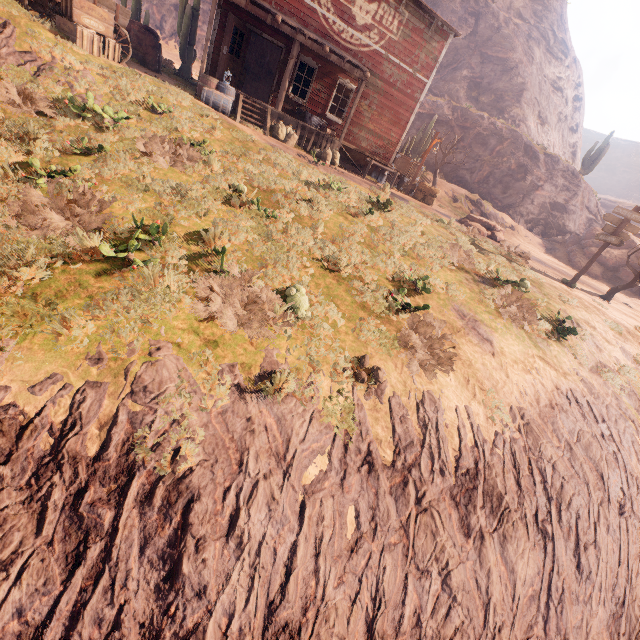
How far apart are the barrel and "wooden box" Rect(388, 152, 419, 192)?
9.3m

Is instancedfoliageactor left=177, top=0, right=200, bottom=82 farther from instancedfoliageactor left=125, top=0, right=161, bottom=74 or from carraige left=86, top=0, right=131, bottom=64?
carraige left=86, top=0, right=131, bottom=64

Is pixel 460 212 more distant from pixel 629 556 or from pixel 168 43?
pixel 168 43

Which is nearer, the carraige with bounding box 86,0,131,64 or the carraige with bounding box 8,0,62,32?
the carraige with bounding box 8,0,62,32

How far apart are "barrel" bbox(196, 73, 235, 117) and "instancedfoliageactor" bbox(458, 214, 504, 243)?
12.3 meters

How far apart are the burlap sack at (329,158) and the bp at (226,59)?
4.8m

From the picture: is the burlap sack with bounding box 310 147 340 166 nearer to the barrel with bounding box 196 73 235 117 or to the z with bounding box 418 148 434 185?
the z with bounding box 418 148 434 185

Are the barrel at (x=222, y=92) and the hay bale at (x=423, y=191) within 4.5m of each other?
no
